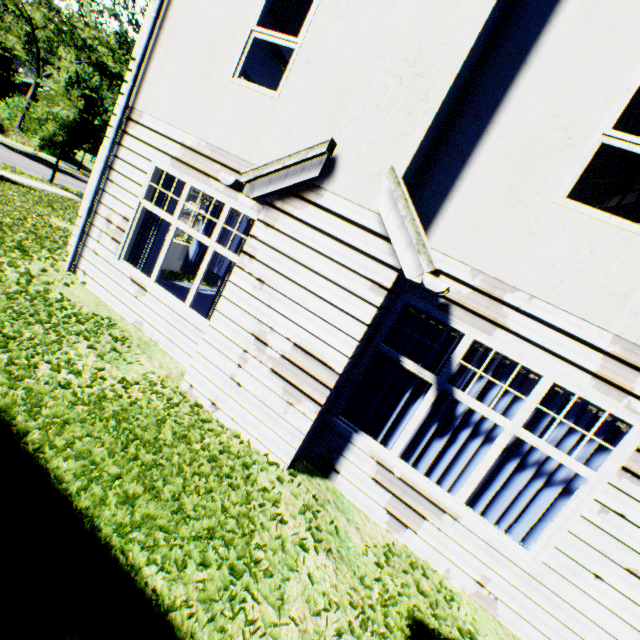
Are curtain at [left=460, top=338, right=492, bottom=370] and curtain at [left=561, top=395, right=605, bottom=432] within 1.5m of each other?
yes

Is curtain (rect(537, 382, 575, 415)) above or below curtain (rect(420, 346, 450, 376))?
above

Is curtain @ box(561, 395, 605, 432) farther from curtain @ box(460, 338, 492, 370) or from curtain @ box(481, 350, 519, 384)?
curtain @ box(460, 338, 492, 370)

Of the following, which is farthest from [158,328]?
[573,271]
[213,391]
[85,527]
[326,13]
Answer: [573,271]

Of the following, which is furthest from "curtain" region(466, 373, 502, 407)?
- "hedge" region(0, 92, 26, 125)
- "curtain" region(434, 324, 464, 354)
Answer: "hedge" region(0, 92, 26, 125)

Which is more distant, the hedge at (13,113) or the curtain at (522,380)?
the hedge at (13,113)

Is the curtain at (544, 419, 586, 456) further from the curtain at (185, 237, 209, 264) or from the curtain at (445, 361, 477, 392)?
the curtain at (185, 237, 209, 264)

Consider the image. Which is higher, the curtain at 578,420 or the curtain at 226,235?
the curtain at 578,420
